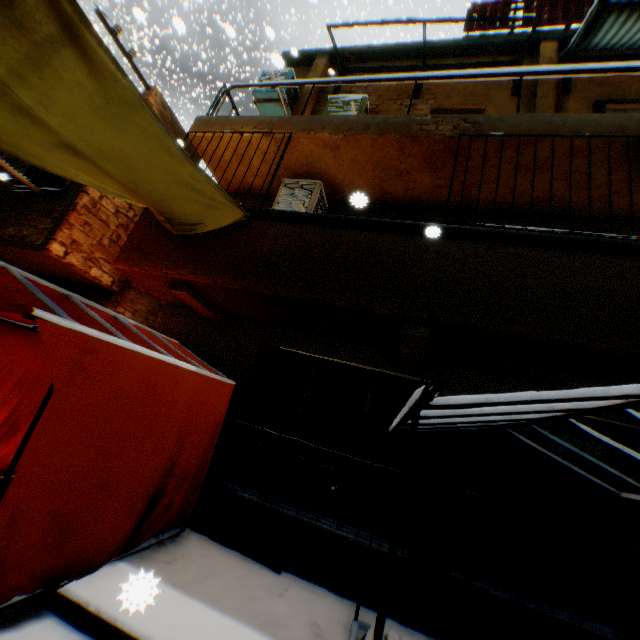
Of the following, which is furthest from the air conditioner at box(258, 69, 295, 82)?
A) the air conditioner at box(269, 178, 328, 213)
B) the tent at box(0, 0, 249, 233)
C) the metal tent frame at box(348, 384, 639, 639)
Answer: the metal tent frame at box(348, 384, 639, 639)

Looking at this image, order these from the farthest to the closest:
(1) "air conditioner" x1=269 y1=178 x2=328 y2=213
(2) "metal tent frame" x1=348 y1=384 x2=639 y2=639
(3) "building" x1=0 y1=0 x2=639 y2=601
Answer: (1) "air conditioner" x1=269 y1=178 x2=328 y2=213 → (3) "building" x1=0 y1=0 x2=639 y2=601 → (2) "metal tent frame" x1=348 y1=384 x2=639 y2=639

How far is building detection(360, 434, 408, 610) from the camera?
4.1m

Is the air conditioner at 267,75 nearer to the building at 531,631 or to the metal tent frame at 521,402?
the building at 531,631

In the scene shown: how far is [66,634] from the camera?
2.53m

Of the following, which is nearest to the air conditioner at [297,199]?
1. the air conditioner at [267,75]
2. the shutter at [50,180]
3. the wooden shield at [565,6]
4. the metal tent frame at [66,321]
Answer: the air conditioner at [267,75]

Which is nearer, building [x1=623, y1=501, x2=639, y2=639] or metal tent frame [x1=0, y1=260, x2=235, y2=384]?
metal tent frame [x1=0, y1=260, x2=235, y2=384]

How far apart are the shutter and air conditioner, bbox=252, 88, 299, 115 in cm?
397
